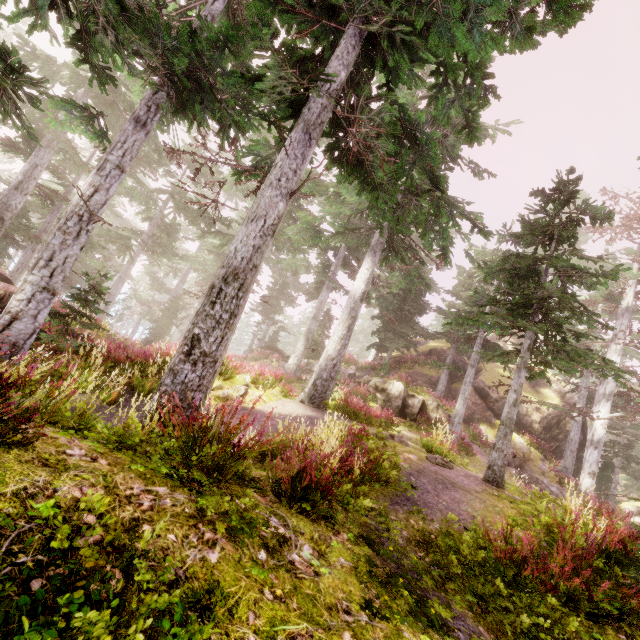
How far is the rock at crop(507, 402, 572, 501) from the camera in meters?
20.3 m

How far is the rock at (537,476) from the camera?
20.3 meters

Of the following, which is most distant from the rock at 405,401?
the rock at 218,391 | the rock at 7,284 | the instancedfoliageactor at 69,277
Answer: the rock at 7,284

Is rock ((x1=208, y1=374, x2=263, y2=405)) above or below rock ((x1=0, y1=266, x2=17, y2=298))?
below

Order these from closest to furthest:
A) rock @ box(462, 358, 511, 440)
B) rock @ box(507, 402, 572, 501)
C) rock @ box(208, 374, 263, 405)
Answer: rock @ box(208, 374, 263, 405) < rock @ box(507, 402, 572, 501) < rock @ box(462, 358, 511, 440)

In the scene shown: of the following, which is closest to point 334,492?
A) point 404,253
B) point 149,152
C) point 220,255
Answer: point 404,253

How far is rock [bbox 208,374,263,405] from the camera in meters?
10.1 m

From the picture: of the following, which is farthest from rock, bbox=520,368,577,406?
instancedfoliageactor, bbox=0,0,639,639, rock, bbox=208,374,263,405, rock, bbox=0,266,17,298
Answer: rock, bbox=0,266,17,298
